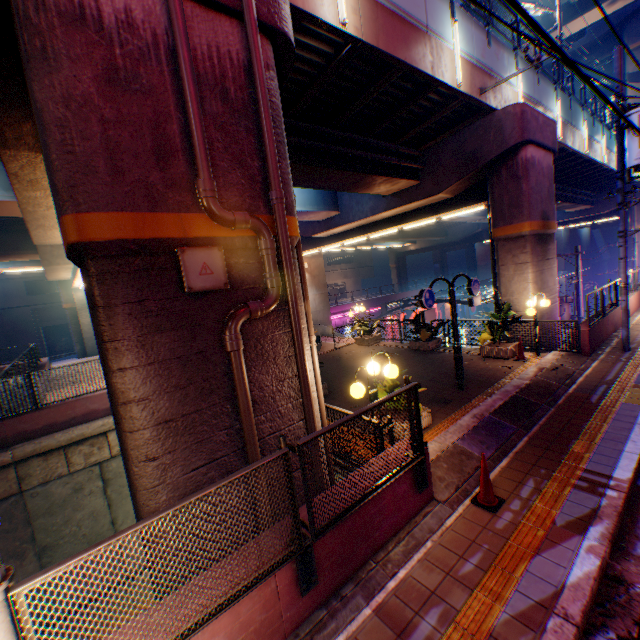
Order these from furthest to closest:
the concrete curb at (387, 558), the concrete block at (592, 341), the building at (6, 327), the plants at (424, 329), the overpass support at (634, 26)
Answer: the building at (6, 327), the overpass support at (634, 26), the plants at (424, 329), the concrete block at (592, 341), the concrete curb at (387, 558)

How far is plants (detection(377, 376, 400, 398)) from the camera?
7.4m

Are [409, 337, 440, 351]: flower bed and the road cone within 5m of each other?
no

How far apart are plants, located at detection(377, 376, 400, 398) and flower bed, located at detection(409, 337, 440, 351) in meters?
6.4 m

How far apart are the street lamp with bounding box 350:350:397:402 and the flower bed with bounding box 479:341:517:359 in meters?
7.5 m

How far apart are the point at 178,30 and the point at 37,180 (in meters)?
5.41

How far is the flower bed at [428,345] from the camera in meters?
14.4

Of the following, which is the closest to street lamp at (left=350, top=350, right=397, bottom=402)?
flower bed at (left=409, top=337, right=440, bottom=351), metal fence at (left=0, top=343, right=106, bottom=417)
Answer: metal fence at (left=0, top=343, right=106, bottom=417)
